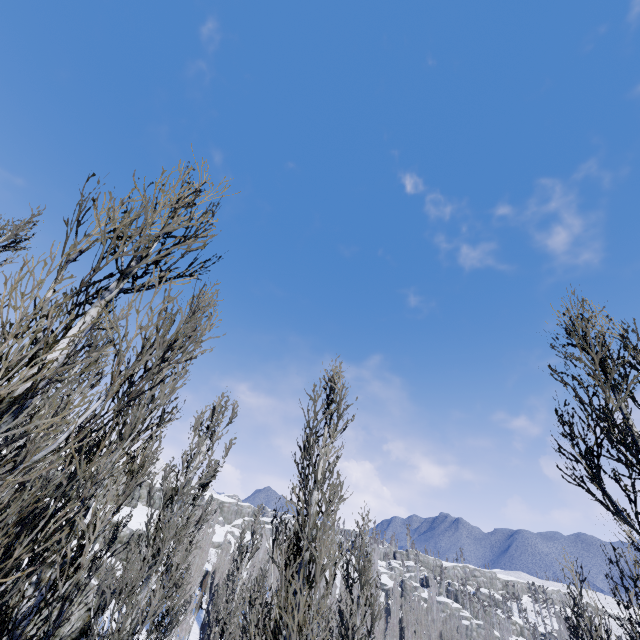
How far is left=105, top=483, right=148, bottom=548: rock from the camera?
41.84m

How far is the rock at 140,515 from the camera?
41.84m

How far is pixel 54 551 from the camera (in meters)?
1.71

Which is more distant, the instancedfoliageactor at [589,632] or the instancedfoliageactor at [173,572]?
the instancedfoliageactor at [589,632]

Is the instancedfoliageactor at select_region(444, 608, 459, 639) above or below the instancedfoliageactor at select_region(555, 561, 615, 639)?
below

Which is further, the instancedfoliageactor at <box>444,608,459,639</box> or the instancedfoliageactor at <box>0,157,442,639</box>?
the instancedfoliageactor at <box>444,608,459,639</box>

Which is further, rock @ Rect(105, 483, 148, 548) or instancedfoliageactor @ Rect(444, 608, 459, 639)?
instancedfoliageactor @ Rect(444, 608, 459, 639)
